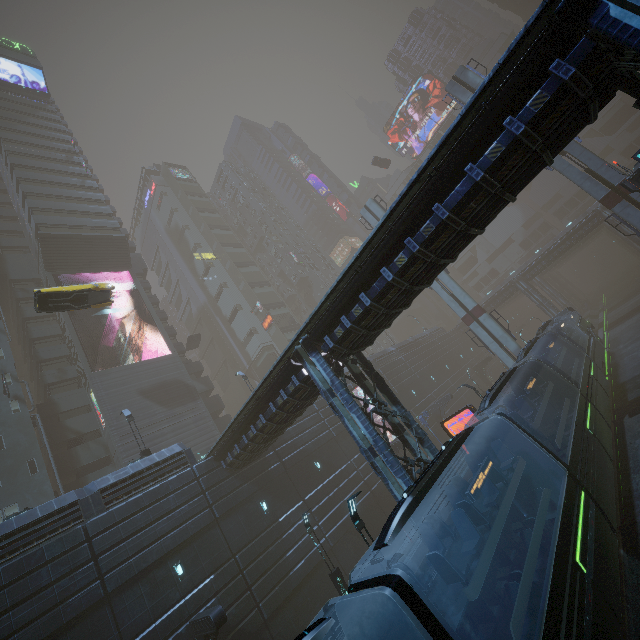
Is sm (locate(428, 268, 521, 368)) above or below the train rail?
above

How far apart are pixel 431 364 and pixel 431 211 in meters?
39.3 m

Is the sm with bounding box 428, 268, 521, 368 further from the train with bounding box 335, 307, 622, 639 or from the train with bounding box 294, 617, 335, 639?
the train with bounding box 294, 617, 335, 639

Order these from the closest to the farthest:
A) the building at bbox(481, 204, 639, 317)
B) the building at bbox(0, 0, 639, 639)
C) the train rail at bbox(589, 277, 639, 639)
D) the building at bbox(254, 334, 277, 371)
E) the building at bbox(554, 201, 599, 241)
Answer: the building at bbox(0, 0, 639, 639) < the train rail at bbox(589, 277, 639, 639) < the building at bbox(481, 204, 639, 317) < the building at bbox(554, 201, 599, 241) < the building at bbox(254, 334, 277, 371)

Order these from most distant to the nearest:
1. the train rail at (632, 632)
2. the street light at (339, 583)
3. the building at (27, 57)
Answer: the building at (27, 57)
the street light at (339, 583)
the train rail at (632, 632)

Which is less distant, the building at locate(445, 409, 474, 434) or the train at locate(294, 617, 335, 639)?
the train at locate(294, 617, 335, 639)

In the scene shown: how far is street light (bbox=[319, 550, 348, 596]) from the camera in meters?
16.8 m

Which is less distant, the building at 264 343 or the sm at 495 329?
the sm at 495 329
